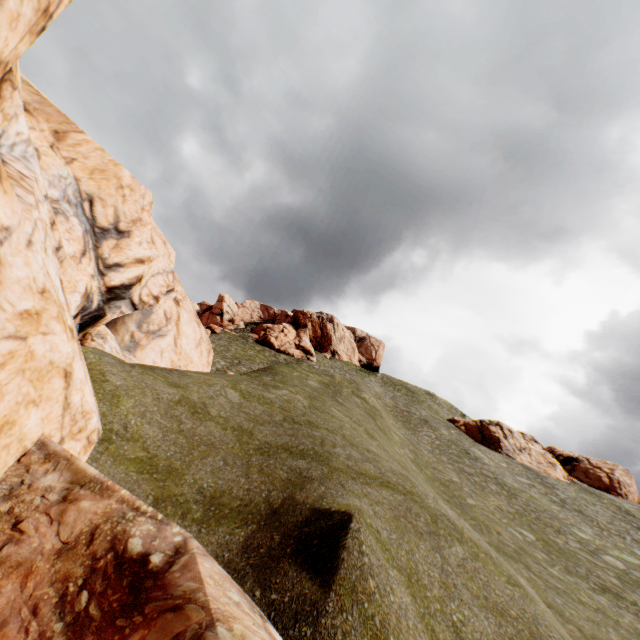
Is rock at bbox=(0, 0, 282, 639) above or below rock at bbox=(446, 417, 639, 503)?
below

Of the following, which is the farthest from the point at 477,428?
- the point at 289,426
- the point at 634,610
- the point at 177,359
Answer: the point at 177,359

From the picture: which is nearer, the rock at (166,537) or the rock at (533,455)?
the rock at (166,537)

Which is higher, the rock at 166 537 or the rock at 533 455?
the rock at 533 455

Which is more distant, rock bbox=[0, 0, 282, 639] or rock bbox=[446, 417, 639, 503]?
rock bbox=[446, 417, 639, 503]
